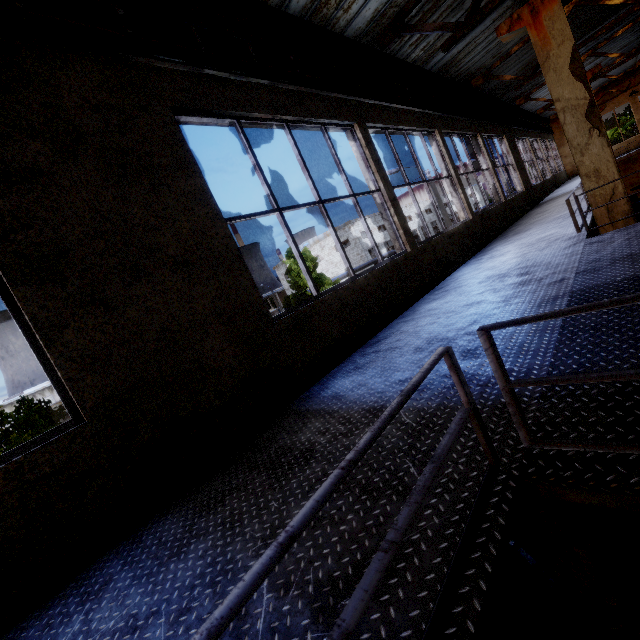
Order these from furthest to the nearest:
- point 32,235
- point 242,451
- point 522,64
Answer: point 522,64, point 242,451, point 32,235

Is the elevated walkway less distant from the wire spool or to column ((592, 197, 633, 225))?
column ((592, 197, 633, 225))

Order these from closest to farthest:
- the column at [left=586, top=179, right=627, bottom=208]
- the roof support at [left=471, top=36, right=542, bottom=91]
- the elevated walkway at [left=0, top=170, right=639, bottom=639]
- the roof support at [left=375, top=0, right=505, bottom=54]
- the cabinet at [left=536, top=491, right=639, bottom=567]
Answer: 1. the elevated walkway at [left=0, top=170, right=639, bottom=639]
2. the cabinet at [left=536, top=491, right=639, bottom=567]
3. the column at [left=586, top=179, right=627, bottom=208]
4. the roof support at [left=375, top=0, right=505, bottom=54]
5. the roof support at [left=471, top=36, right=542, bottom=91]

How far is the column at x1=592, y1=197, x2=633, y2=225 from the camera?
5.3 meters

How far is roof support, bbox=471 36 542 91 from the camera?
10.64m

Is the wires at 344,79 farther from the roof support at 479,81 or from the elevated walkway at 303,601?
the elevated walkway at 303,601

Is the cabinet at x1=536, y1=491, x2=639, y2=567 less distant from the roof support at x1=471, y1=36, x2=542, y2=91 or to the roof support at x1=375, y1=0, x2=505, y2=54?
the roof support at x1=375, y1=0, x2=505, y2=54

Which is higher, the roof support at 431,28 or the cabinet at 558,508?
the roof support at 431,28
